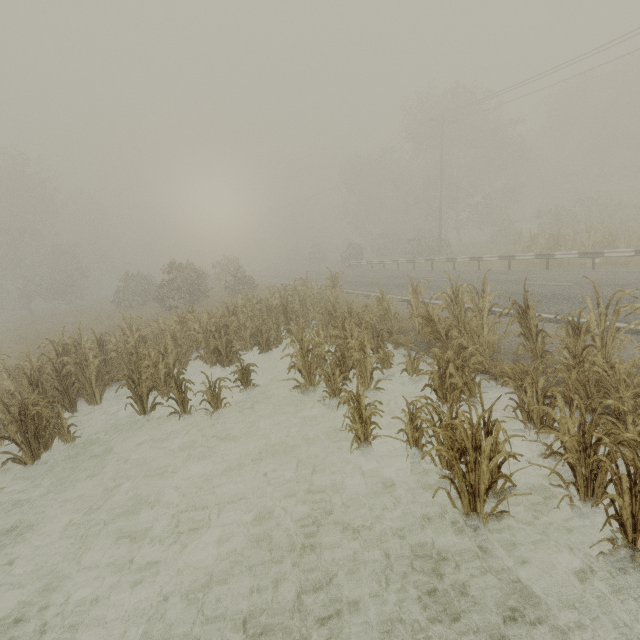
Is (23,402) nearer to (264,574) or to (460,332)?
(264,574)
